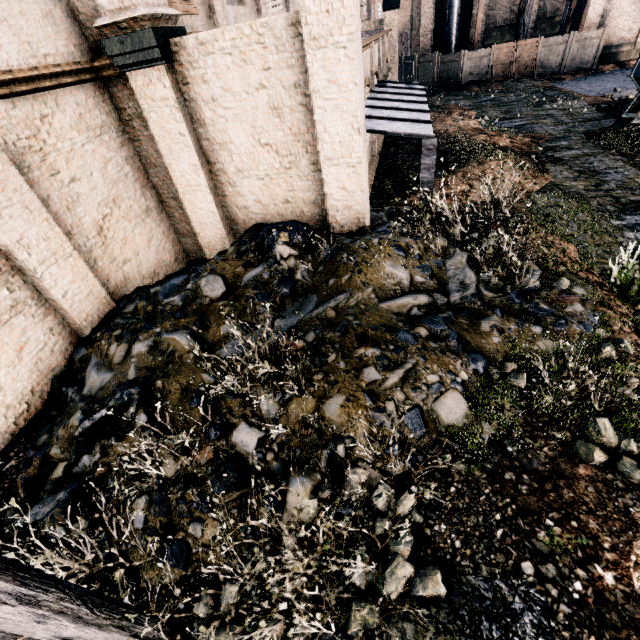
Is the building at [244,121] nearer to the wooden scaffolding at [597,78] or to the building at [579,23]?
the building at [579,23]

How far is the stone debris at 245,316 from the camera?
4.79m

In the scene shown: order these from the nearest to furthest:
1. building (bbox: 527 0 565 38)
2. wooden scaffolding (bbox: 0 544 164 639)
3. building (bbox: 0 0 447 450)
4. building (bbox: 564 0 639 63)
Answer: wooden scaffolding (bbox: 0 544 164 639) → building (bbox: 0 0 447 450) → building (bbox: 564 0 639 63) → building (bbox: 527 0 565 38)

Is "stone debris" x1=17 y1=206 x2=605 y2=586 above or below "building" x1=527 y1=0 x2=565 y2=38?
below

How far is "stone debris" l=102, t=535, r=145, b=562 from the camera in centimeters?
441cm

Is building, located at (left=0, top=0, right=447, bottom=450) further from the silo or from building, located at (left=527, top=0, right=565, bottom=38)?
building, located at (left=527, top=0, right=565, bottom=38)

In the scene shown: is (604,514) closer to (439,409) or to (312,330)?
(439,409)
